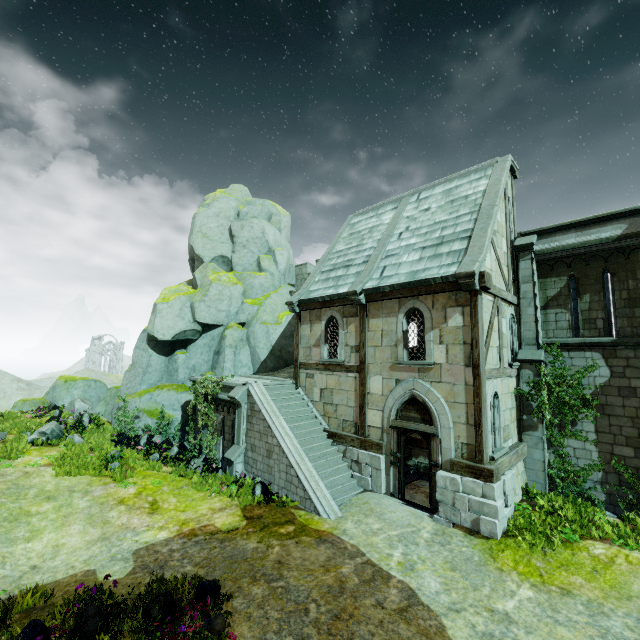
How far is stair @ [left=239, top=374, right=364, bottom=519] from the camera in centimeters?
1076cm

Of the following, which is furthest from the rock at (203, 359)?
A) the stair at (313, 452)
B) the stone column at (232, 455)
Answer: the stone column at (232, 455)

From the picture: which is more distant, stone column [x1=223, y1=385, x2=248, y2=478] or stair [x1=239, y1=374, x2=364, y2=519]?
stone column [x1=223, y1=385, x2=248, y2=478]

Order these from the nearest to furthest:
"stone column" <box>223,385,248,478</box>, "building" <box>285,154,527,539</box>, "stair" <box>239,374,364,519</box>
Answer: "building" <box>285,154,527,539</box> < "stair" <box>239,374,364,519</box> < "stone column" <box>223,385,248,478</box>

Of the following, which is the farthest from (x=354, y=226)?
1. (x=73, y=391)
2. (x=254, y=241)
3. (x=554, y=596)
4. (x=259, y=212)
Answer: (x=73, y=391)

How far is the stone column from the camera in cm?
1295

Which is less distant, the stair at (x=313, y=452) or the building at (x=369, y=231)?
the building at (x=369, y=231)

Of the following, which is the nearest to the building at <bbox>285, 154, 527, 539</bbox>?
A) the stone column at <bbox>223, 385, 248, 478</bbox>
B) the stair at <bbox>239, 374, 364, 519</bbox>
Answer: the stair at <bbox>239, 374, 364, 519</bbox>
